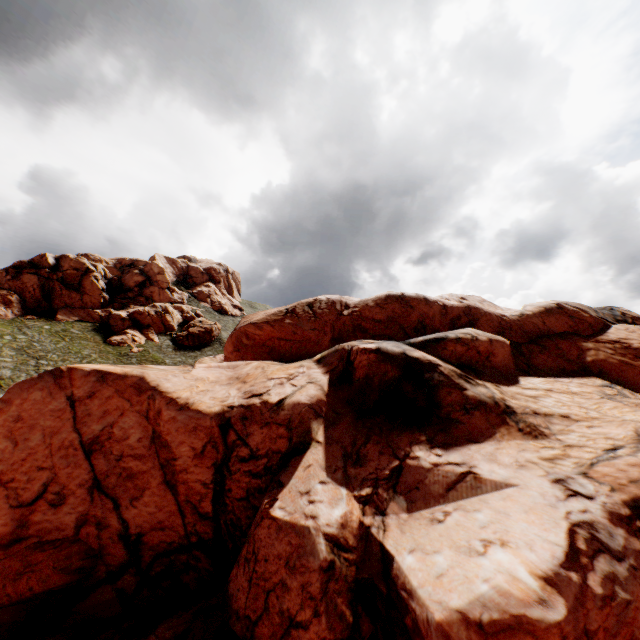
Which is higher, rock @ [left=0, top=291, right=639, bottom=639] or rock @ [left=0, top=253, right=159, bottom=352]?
rock @ [left=0, top=253, right=159, bottom=352]

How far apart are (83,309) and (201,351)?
21.64m

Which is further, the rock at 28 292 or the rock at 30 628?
the rock at 28 292

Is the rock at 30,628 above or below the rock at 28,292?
below

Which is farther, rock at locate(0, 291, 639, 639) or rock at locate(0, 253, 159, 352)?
rock at locate(0, 253, 159, 352)
